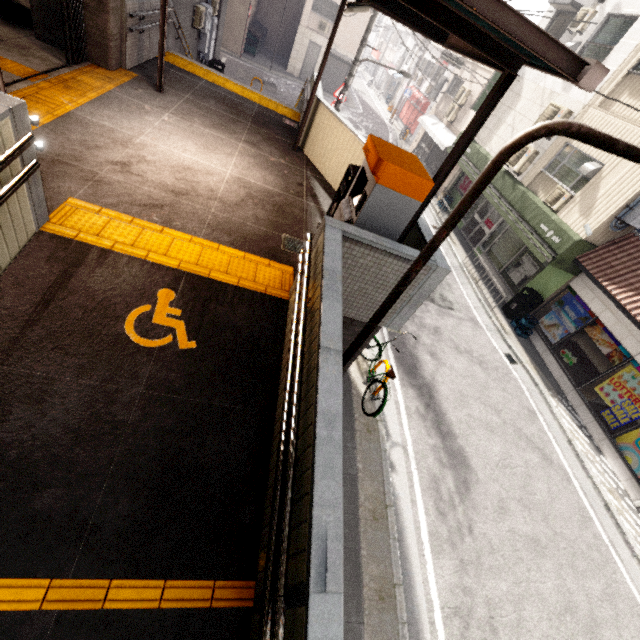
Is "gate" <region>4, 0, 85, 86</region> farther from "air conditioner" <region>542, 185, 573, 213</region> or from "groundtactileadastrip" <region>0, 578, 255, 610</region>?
"air conditioner" <region>542, 185, 573, 213</region>

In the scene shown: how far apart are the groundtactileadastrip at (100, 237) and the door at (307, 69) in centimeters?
2802cm

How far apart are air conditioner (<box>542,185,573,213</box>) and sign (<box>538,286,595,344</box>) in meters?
2.4 m

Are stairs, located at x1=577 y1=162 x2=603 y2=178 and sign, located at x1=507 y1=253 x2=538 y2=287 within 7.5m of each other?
yes

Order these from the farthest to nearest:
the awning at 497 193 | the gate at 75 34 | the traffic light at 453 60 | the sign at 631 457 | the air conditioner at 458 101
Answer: the air conditioner at 458 101
the traffic light at 453 60
the awning at 497 193
the sign at 631 457
the gate at 75 34

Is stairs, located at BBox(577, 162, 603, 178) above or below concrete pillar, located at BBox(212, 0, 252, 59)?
above

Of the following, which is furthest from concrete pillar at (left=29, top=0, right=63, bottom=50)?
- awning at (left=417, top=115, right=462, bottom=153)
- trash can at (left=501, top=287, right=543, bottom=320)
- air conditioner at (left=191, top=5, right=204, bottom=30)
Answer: awning at (left=417, top=115, right=462, bottom=153)

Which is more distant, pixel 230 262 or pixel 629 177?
pixel 629 177
